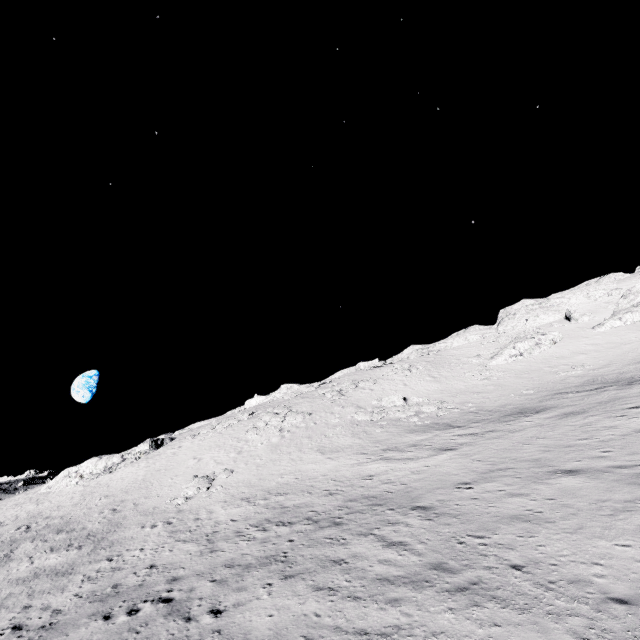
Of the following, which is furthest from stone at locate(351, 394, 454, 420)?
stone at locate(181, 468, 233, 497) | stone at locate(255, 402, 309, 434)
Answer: stone at locate(181, 468, 233, 497)

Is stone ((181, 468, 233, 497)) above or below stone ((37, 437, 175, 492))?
below

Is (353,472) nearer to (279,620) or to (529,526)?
(529,526)

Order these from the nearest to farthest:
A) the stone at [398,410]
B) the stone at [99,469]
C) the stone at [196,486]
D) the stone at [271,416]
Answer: the stone at [196,486] → the stone at [398,410] → the stone at [271,416] → the stone at [99,469]

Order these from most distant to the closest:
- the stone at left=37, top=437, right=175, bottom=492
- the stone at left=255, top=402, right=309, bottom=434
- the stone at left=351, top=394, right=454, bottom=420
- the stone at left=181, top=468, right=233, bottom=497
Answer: the stone at left=37, top=437, right=175, bottom=492 < the stone at left=255, top=402, right=309, bottom=434 < the stone at left=351, top=394, right=454, bottom=420 < the stone at left=181, top=468, right=233, bottom=497

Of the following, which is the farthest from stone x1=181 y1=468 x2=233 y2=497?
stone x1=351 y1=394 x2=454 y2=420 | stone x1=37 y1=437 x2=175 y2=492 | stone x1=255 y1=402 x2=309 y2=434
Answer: stone x1=37 y1=437 x2=175 y2=492

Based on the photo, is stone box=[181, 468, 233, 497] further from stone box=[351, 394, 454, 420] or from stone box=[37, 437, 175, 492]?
stone box=[37, 437, 175, 492]

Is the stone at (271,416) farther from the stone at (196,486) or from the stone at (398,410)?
the stone at (196,486)
